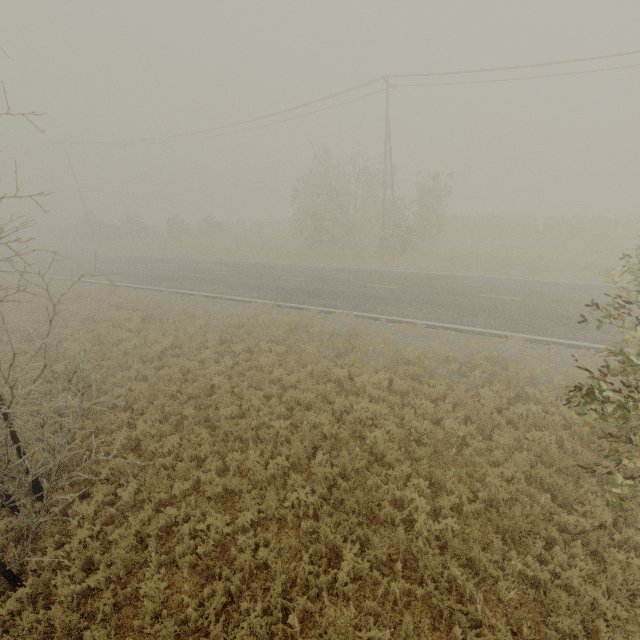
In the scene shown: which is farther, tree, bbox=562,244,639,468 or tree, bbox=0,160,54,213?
tree, bbox=0,160,54,213

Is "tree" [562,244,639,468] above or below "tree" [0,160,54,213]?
below

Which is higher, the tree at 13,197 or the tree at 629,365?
the tree at 13,197

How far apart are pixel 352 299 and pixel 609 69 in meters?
20.6

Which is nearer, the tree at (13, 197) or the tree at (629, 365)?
the tree at (629, 365)
